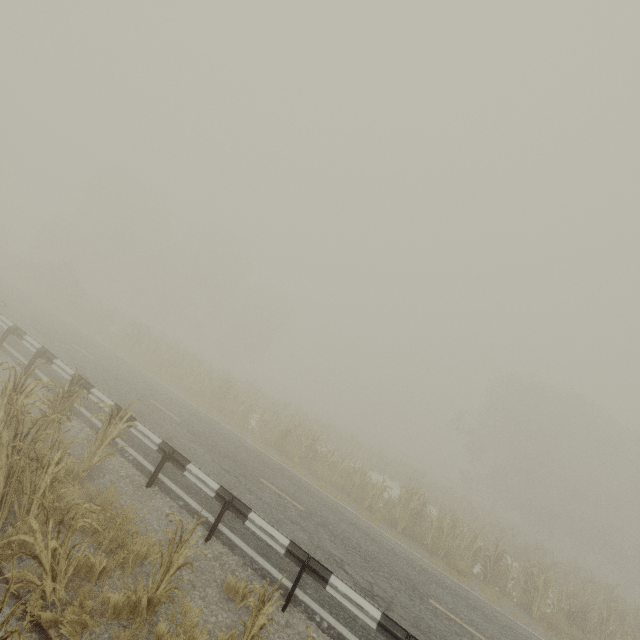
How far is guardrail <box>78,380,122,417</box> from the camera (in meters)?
8.81

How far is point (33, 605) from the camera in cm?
408

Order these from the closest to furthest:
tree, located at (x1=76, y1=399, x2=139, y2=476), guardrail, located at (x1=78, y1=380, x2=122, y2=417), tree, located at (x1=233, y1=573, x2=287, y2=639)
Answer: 1. tree, located at (x1=233, y1=573, x2=287, y2=639)
2. tree, located at (x1=76, y1=399, x2=139, y2=476)
3. guardrail, located at (x1=78, y1=380, x2=122, y2=417)

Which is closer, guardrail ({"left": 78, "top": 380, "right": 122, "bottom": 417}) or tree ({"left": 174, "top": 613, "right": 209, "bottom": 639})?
tree ({"left": 174, "top": 613, "right": 209, "bottom": 639})

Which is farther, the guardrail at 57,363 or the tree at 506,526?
the tree at 506,526

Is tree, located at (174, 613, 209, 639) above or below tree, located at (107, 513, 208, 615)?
below

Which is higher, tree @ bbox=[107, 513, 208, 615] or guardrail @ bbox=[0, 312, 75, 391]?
guardrail @ bbox=[0, 312, 75, 391]
